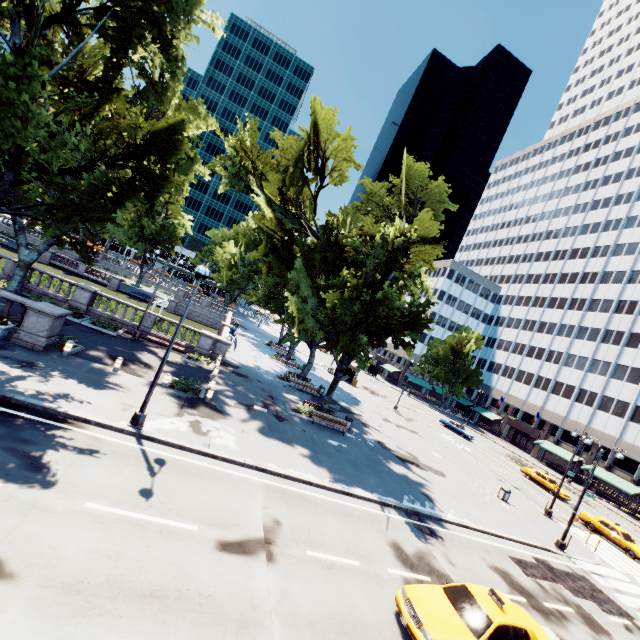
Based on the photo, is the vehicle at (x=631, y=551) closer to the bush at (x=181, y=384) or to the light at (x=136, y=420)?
the light at (x=136, y=420)

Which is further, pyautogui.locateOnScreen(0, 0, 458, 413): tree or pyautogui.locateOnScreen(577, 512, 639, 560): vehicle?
pyautogui.locateOnScreen(577, 512, 639, 560): vehicle

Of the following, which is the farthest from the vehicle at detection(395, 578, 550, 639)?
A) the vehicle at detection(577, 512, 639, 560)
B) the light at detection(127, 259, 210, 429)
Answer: the vehicle at detection(577, 512, 639, 560)

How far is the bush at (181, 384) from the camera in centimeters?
1897cm

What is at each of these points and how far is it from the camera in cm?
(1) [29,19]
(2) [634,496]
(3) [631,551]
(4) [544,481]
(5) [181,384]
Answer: (1) tree, 1391
(2) building, 4391
(3) vehicle, 2523
(4) vehicle, 3619
(5) bush, 1970

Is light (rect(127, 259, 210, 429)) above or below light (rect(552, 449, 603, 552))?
below

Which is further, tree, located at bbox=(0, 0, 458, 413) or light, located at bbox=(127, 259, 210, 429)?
tree, located at bbox=(0, 0, 458, 413)

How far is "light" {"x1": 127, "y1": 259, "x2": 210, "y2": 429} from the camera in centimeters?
1248cm
